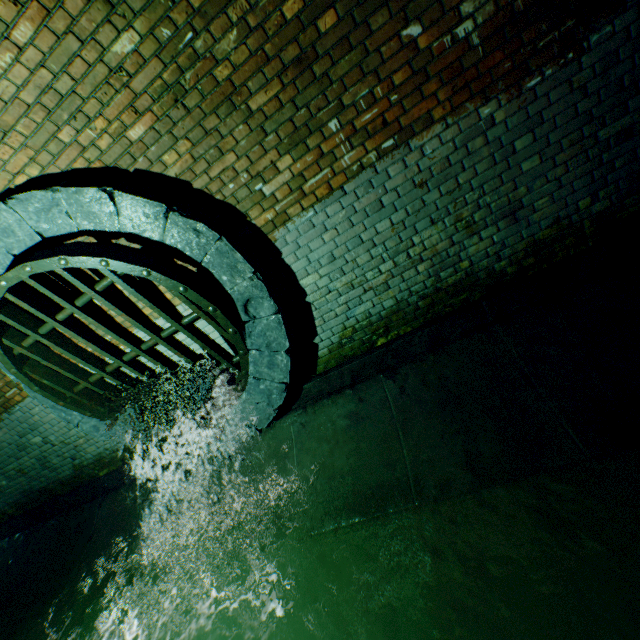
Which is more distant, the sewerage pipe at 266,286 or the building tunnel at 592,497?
the sewerage pipe at 266,286

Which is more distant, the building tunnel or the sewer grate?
the sewer grate

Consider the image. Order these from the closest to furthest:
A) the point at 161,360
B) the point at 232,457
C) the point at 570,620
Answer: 1. the point at 570,620
2. the point at 161,360
3. the point at 232,457

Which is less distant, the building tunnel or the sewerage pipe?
the building tunnel

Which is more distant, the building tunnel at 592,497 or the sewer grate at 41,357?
the sewer grate at 41,357
